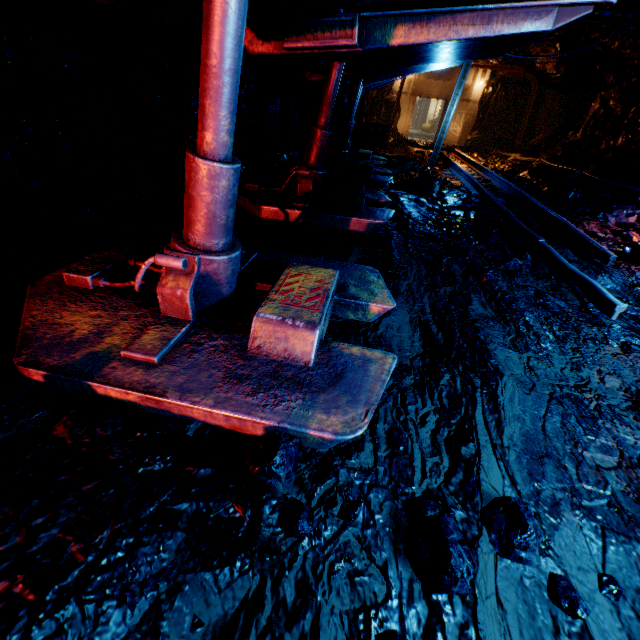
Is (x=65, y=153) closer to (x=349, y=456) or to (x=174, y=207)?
(x=174, y=207)

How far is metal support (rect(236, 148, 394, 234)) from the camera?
3.81m

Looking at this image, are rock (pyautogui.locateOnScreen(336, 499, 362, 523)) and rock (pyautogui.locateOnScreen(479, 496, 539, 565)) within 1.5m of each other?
yes

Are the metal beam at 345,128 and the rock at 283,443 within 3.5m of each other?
no

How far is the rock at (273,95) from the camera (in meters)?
6.01

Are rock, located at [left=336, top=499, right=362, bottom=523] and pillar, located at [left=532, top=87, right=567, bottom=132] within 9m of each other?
no

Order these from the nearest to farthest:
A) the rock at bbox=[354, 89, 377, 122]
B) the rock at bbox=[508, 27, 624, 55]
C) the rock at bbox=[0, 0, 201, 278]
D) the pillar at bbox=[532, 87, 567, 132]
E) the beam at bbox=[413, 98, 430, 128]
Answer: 1. the rock at bbox=[0, 0, 201, 278]
2. the rock at bbox=[508, 27, 624, 55]
3. the rock at bbox=[354, 89, 377, 122]
4. the pillar at bbox=[532, 87, 567, 132]
5. the beam at bbox=[413, 98, 430, 128]

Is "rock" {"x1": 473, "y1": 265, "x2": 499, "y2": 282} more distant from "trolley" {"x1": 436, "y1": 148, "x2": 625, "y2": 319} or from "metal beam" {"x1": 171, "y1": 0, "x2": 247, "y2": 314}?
"metal beam" {"x1": 171, "y1": 0, "x2": 247, "y2": 314}
